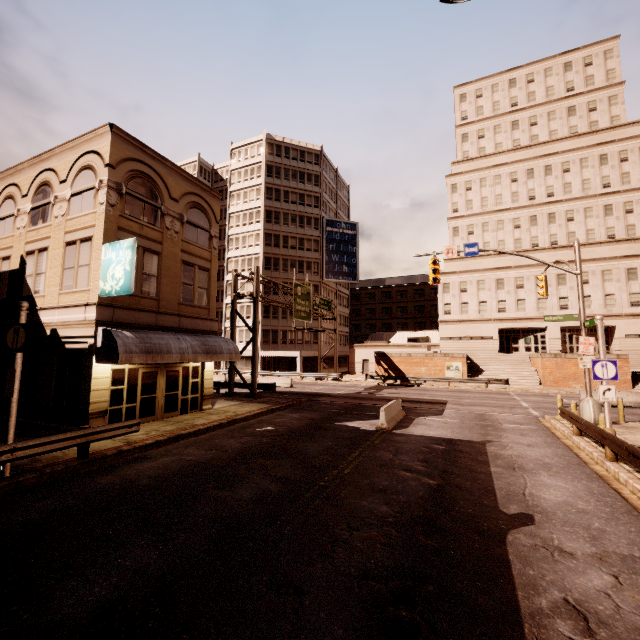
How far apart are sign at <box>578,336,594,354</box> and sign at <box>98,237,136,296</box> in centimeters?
2086cm

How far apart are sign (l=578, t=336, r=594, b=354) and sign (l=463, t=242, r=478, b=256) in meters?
6.5 m

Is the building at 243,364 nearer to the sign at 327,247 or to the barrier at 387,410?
the sign at 327,247

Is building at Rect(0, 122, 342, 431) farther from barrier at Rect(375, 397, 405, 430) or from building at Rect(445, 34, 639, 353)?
barrier at Rect(375, 397, 405, 430)

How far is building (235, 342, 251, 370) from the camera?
48.3m

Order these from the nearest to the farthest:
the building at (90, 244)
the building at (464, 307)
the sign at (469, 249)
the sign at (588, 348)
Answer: the building at (90, 244), the sign at (588, 348), the sign at (469, 249), the building at (464, 307)

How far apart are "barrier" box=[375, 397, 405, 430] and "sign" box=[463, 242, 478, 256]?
9.02m

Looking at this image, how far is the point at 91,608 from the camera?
4.39m
